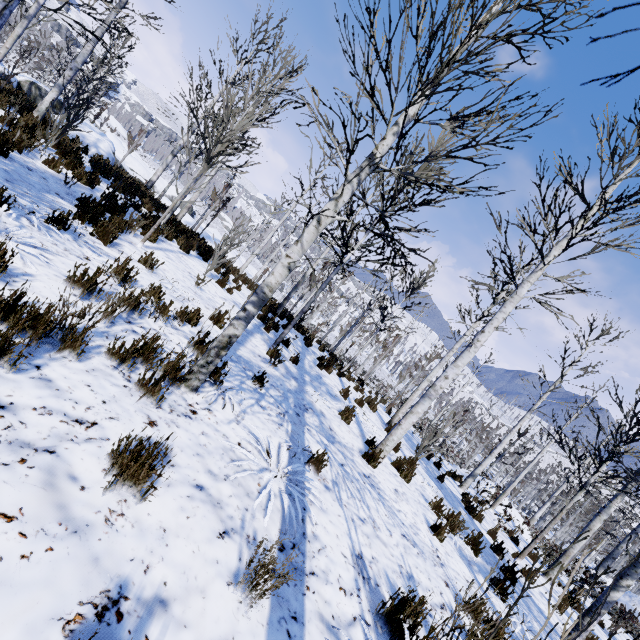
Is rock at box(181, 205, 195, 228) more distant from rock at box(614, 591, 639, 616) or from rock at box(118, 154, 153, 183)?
rock at box(614, 591, 639, 616)

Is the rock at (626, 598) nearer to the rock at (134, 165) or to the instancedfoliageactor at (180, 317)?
the instancedfoliageactor at (180, 317)

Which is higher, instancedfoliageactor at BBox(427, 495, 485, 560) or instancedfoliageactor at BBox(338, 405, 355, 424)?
instancedfoliageactor at BBox(338, 405, 355, 424)

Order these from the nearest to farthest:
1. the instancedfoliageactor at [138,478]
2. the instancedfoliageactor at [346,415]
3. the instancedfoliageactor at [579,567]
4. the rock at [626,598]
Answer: the instancedfoliageactor at [138,478], the instancedfoliageactor at [579,567], the instancedfoliageactor at [346,415], the rock at [626,598]

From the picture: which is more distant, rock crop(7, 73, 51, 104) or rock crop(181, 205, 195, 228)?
rock crop(181, 205, 195, 228)

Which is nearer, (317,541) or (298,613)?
(298,613)

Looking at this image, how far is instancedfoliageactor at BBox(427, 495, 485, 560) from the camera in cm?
544

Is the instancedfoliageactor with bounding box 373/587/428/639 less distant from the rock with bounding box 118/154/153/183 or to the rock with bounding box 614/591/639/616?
the rock with bounding box 614/591/639/616
